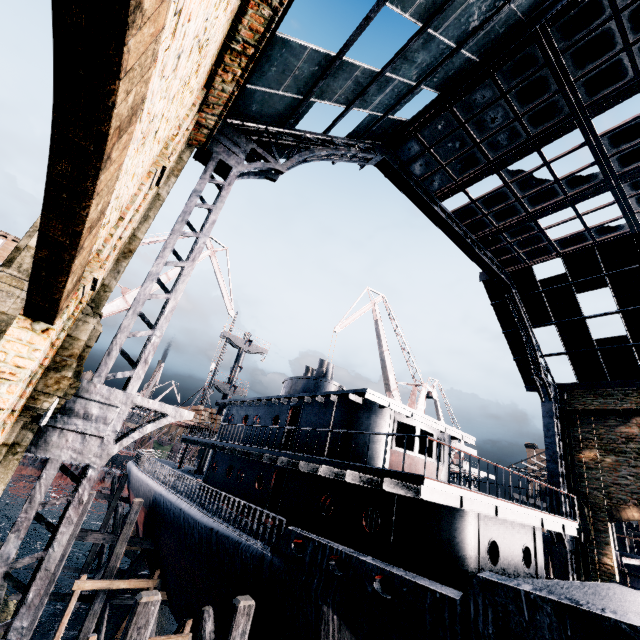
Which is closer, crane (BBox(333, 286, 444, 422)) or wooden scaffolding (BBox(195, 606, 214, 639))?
wooden scaffolding (BBox(195, 606, 214, 639))

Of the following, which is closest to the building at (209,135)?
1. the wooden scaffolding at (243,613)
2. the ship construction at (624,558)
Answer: the ship construction at (624,558)

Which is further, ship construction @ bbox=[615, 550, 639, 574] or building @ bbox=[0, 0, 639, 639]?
ship construction @ bbox=[615, 550, 639, 574]

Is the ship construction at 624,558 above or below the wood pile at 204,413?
below

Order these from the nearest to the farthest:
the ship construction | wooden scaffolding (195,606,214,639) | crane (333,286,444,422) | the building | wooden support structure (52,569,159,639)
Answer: the building
wooden scaffolding (195,606,214,639)
wooden support structure (52,569,159,639)
the ship construction
crane (333,286,444,422)

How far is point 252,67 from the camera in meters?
8.8 m

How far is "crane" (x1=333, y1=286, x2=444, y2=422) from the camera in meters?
32.2

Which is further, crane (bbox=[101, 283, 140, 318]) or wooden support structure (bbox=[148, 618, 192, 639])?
crane (bbox=[101, 283, 140, 318])
